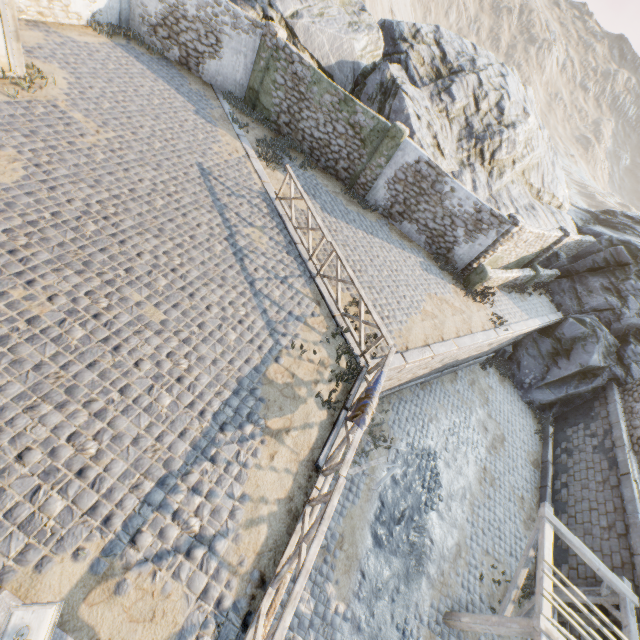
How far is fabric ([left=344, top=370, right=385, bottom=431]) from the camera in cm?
618

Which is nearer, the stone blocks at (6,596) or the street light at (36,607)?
the street light at (36,607)

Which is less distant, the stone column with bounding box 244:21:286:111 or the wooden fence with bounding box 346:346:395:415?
the wooden fence with bounding box 346:346:395:415

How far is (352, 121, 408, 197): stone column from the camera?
12.59m

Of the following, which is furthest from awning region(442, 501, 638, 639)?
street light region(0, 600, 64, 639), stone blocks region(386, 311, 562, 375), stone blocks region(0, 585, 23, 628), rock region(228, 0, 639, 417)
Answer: rock region(228, 0, 639, 417)

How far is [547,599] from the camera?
7.5 meters

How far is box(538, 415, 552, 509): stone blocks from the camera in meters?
13.5 m

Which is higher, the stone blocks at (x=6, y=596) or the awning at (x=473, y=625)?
the stone blocks at (x=6, y=596)
